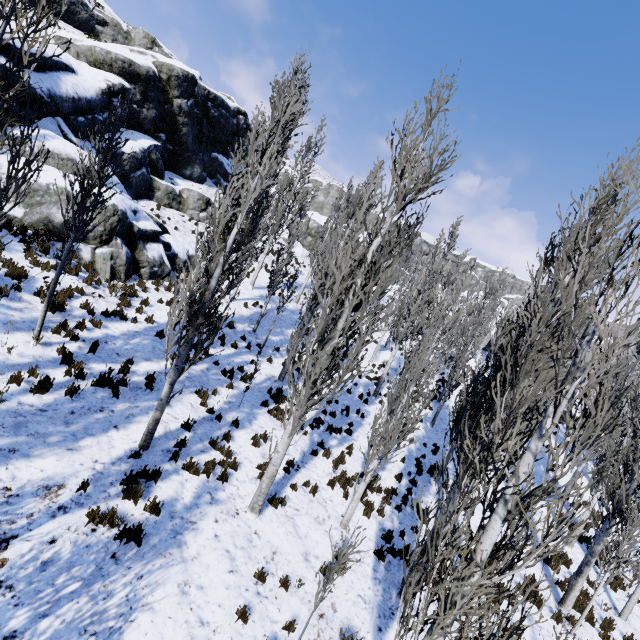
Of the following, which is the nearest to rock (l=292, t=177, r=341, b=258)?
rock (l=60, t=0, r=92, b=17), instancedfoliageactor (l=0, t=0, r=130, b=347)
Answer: instancedfoliageactor (l=0, t=0, r=130, b=347)

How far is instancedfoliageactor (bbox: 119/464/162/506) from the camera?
6.6 meters

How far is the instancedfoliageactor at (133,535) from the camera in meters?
5.9 m

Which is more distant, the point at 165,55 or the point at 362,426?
the point at 165,55

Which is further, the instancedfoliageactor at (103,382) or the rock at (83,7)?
the rock at (83,7)

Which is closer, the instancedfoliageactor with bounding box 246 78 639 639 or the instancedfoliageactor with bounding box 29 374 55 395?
the instancedfoliageactor with bounding box 246 78 639 639

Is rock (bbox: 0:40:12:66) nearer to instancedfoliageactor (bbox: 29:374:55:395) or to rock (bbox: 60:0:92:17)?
instancedfoliageactor (bbox: 29:374:55:395)
